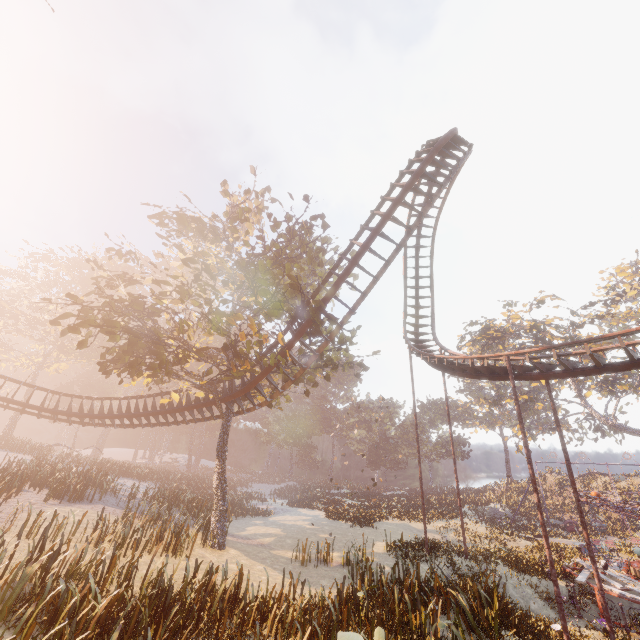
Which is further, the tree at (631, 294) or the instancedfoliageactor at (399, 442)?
the tree at (631, 294)

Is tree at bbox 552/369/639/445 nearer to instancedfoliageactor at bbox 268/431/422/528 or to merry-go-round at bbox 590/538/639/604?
instancedfoliageactor at bbox 268/431/422/528

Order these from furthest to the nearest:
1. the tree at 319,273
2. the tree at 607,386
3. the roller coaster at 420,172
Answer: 1. the tree at 607,386
2. the tree at 319,273
3. the roller coaster at 420,172

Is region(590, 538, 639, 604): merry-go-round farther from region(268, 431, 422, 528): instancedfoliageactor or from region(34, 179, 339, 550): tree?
region(34, 179, 339, 550): tree

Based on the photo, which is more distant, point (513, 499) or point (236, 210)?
point (513, 499)

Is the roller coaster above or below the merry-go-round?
above

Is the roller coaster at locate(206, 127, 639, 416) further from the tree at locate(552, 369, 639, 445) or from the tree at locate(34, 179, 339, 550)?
the tree at locate(552, 369, 639, 445)

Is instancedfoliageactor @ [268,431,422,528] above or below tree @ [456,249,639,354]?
below
